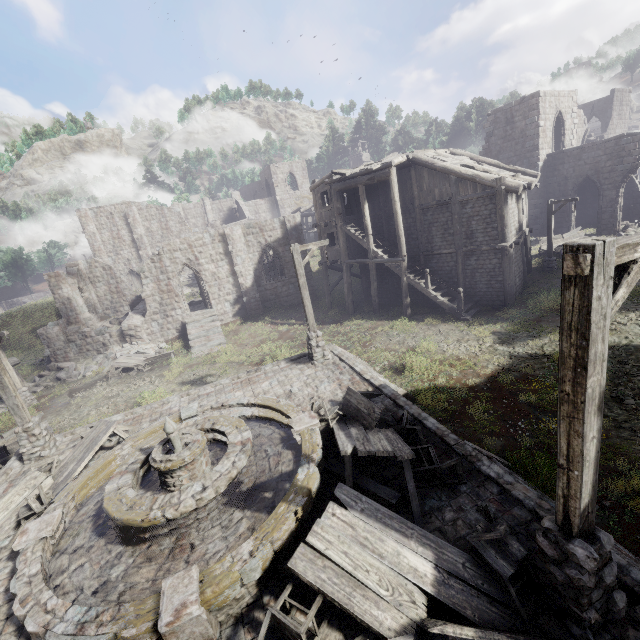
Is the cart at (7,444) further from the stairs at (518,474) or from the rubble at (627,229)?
the rubble at (627,229)

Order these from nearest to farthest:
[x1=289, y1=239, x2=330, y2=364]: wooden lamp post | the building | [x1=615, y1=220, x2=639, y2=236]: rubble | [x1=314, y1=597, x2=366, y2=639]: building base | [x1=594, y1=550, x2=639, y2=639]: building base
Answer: [x1=594, y1=550, x2=639, y2=639]: building base → [x1=314, y1=597, x2=366, y2=639]: building base → [x1=289, y1=239, x2=330, y2=364]: wooden lamp post → the building → [x1=615, y1=220, x2=639, y2=236]: rubble

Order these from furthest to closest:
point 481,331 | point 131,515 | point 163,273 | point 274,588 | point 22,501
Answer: point 163,273
point 481,331
point 22,501
point 131,515
point 274,588

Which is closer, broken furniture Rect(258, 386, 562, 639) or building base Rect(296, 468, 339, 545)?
broken furniture Rect(258, 386, 562, 639)

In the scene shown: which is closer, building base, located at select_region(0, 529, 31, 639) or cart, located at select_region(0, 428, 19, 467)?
building base, located at select_region(0, 529, 31, 639)

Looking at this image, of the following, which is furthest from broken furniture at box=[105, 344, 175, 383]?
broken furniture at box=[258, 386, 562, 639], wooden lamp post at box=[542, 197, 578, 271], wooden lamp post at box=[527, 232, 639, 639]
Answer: wooden lamp post at box=[542, 197, 578, 271]

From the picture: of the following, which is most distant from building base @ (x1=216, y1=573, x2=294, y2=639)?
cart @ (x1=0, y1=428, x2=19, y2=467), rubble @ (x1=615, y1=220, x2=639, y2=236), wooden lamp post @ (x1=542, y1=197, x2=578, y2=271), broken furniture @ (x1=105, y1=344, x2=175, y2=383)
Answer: rubble @ (x1=615, y1=220, x2=639, y2=236)

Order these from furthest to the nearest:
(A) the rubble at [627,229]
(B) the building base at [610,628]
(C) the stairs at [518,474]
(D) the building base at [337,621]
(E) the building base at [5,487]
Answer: (A) the rubble at [627,229] < (E) the building base at [5,487] < (C) the stairs at [518,474] < (D) the building base at [337,621] < (B) the building base at [610,628]
